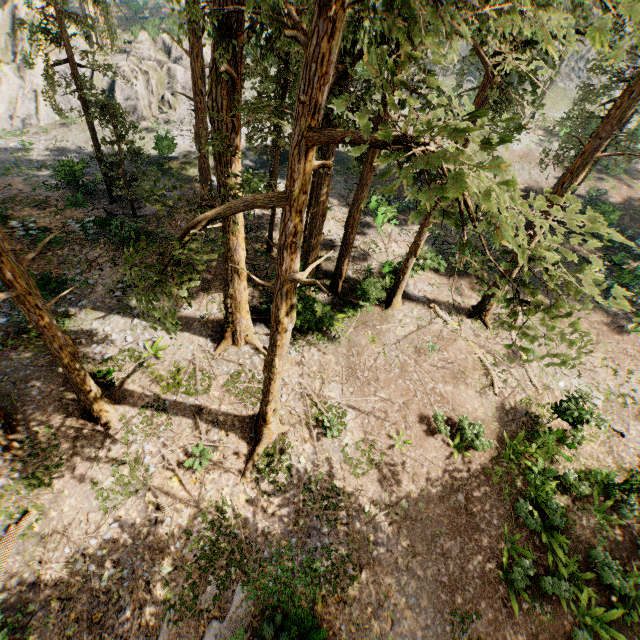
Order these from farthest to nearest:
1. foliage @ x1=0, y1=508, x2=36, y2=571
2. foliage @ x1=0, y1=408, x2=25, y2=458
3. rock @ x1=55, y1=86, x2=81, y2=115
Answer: rock @ x1=55, y1=86, x2=81, y2=115
foliage @ x1=0, y1=408, x2=25, y2=458
foliage @ x1=0, y1=508, x2=36, y2=571

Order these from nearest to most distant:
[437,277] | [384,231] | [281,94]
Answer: [281,94] → [437,277] → [384,231]

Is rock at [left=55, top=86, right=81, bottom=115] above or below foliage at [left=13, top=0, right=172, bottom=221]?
below

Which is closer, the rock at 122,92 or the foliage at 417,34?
the foliage at 417,34

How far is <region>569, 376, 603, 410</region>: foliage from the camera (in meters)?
15.46

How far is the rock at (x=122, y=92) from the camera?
32.06m
